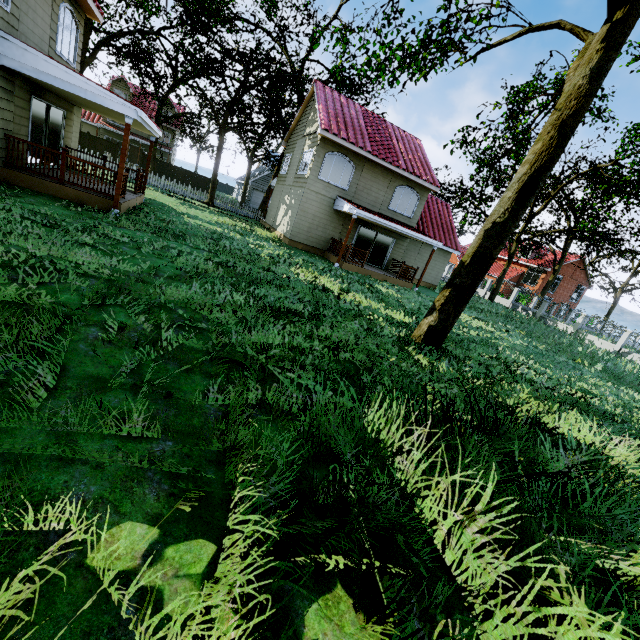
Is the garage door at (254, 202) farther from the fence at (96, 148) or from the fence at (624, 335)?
the fence at (624, 335)

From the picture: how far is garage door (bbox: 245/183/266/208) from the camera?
42.62m

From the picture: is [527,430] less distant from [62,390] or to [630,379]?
[62,390]

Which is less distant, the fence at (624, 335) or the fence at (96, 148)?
the fence at (624, 335)

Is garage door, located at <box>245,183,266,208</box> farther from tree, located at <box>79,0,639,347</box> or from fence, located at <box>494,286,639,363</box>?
fence, located at <box>494,286,639,363</box>

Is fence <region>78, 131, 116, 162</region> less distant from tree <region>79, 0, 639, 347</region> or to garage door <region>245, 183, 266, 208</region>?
tree <region>79, 0, 639, 347</region>

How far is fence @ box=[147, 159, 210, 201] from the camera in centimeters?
2562cm
